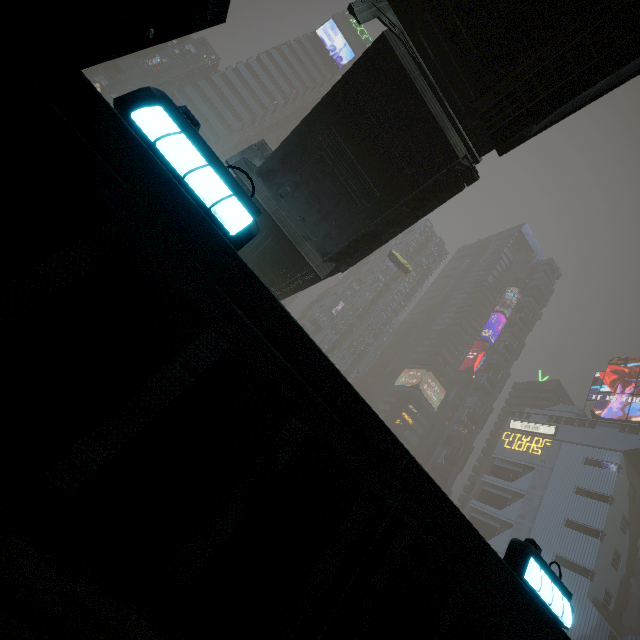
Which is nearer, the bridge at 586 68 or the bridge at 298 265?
the bridge at 586 68

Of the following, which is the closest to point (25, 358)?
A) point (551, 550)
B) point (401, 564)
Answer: point (401, 564)

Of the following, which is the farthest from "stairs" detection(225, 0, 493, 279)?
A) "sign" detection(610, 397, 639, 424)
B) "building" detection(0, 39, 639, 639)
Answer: "sign" detection(610, 397, 639, 424)

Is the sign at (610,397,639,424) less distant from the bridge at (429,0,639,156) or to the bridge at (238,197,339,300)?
the bridge at (238,197,339,300)

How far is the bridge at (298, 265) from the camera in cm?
1361

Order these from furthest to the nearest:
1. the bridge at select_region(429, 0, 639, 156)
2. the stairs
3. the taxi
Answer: the taxi → the stairs → the bridge at select_region(429, 0, 639, 156)

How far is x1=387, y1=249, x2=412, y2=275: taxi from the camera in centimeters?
4734cm
